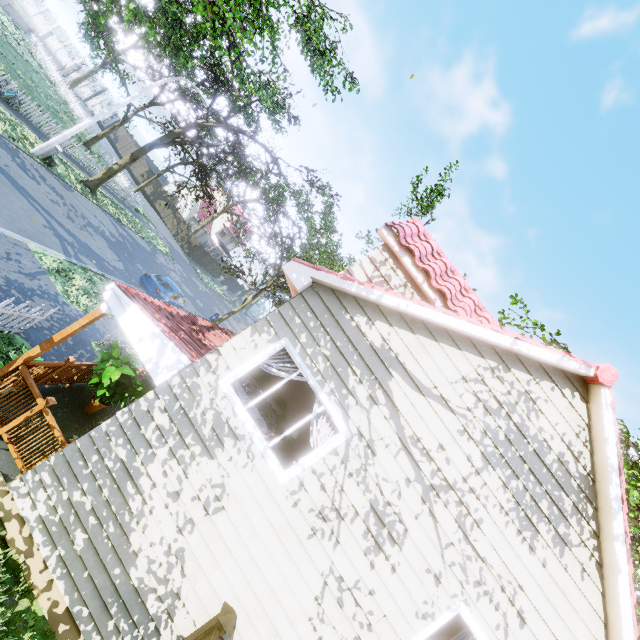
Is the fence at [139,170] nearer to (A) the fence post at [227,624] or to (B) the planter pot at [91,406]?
(A) the fence post at [227,624]

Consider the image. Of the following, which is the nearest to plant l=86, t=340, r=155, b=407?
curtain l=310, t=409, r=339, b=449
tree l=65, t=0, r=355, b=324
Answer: curtain l=310, t=409, r=339, b=449

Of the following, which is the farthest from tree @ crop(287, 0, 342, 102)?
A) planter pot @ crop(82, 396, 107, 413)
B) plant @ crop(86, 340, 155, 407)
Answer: planter pot @ crop(82, 396, 107, 413)

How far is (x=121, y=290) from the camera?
5.71m

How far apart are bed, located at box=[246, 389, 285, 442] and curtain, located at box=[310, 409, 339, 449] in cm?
113

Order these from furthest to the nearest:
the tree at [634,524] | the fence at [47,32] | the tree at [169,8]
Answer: the fence at [47,32]
the tree at [169,8]
the tree at [634,524]

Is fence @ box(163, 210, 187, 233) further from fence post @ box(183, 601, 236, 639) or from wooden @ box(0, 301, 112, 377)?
wooden @ box(0, 301, 112, 377)

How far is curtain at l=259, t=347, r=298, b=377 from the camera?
5.65m
